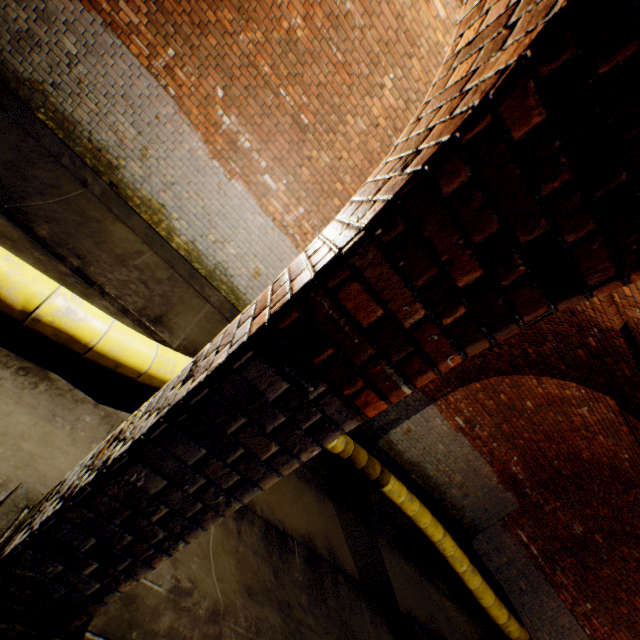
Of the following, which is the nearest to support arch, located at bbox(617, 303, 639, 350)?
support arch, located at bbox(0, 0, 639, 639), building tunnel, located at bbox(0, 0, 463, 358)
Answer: building tunnel, located at bbox(0, 0, 463, 358)

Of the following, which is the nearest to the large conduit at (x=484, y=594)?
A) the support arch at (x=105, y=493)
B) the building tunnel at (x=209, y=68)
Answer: the building tunnel at (x=209, y=68)

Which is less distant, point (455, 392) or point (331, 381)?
point (331, 381)

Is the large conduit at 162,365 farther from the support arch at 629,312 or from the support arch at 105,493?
the support arch at 629,312

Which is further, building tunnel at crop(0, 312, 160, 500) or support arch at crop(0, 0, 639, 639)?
building tunnel at crop(0, 312, 160, 500)

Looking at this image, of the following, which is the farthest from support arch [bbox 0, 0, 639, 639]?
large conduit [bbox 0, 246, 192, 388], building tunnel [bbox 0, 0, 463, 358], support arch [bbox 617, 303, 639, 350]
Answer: large conduit [bbox 0, 246, 192, 388]

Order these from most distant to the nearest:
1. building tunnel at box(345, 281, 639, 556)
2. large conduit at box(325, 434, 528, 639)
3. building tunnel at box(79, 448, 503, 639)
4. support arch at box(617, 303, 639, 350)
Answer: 1. large conduit at box(325, 434, 528, 639)
2. building tunnel at box(345, 281, 639, 556)
3. support arch at box(617, 303, 639, 350)
4. building tunnel at box(79, 448, 503, 639)

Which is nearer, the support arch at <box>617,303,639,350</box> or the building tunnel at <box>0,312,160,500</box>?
the building tunnel at <box>0,312,160,500</box>
